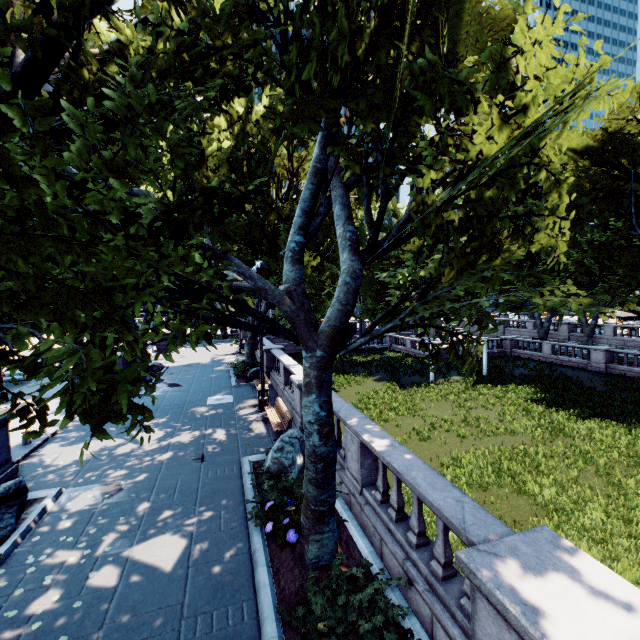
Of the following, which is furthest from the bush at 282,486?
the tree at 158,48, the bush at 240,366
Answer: the bush at 240,366

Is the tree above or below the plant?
above

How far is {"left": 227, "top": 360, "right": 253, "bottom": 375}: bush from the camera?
A: 22.76m

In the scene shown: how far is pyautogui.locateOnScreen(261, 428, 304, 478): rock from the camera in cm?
915

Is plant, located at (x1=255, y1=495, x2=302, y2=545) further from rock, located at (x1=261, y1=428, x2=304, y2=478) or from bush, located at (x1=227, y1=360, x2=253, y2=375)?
bush, located at (x1=227, y1=360, x2=253, y2=375)

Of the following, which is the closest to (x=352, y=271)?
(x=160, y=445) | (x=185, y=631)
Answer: (x=185, y=631)

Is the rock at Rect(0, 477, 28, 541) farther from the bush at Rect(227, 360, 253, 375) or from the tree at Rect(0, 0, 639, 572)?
the bush at Rect(227, 360, 253, 375)

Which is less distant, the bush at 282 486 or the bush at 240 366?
the bush at 282 486
